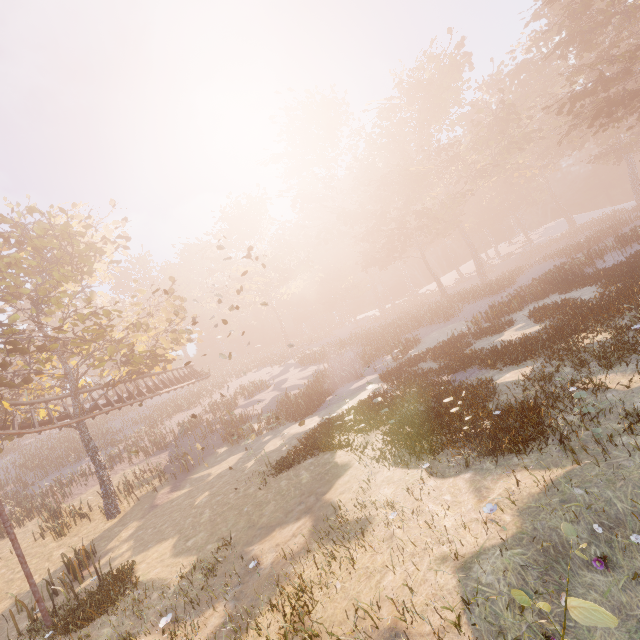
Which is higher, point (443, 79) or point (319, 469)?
point (443, 79)

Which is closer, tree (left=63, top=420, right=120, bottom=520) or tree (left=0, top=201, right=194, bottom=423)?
tree (left=0, top=201, right=194, bottom=423)

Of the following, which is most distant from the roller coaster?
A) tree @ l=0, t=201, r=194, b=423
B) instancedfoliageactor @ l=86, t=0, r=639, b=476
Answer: instancedfoliageactor @ l=86, t=0, r=639, b=476

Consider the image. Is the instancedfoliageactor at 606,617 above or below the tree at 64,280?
below

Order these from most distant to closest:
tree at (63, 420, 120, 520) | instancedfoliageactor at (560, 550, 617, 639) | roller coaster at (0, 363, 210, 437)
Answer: tree at (63, 420, 120, 520)
roller coaster at (0, 363, 210, 437)
instancedfoliageactor at (560, 550, 617, 639)

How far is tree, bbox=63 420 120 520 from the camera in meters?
19.8

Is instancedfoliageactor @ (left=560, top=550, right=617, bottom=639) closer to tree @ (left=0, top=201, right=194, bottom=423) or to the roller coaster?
the roller coaster

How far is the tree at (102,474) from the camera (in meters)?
19.81
